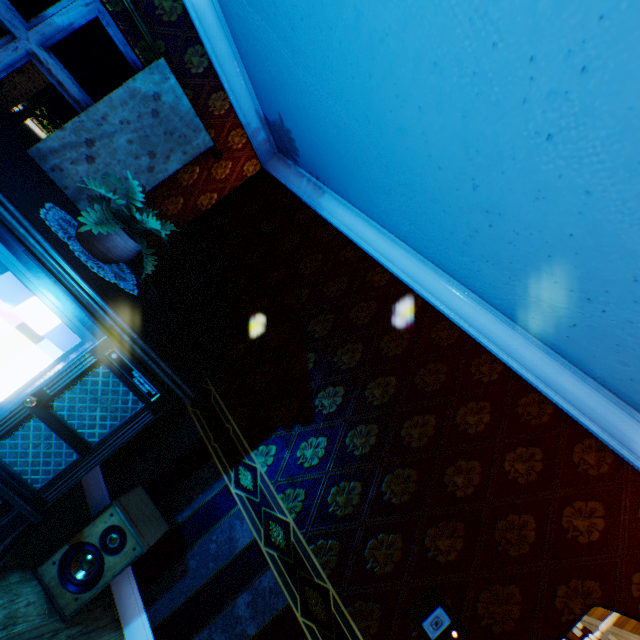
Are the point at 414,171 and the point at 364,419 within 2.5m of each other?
yes

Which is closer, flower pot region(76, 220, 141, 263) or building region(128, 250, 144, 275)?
flower pot region(76, 220, 141, 263)

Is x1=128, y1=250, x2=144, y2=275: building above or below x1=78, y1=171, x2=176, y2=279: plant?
below

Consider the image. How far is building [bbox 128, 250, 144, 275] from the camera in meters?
3.5

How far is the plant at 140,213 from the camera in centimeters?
174cm

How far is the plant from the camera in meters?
1.7

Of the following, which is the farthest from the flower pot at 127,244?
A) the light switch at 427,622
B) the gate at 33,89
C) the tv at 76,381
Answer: the gate at 33,89

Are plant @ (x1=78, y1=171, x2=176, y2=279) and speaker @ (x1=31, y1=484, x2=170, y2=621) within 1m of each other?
no
